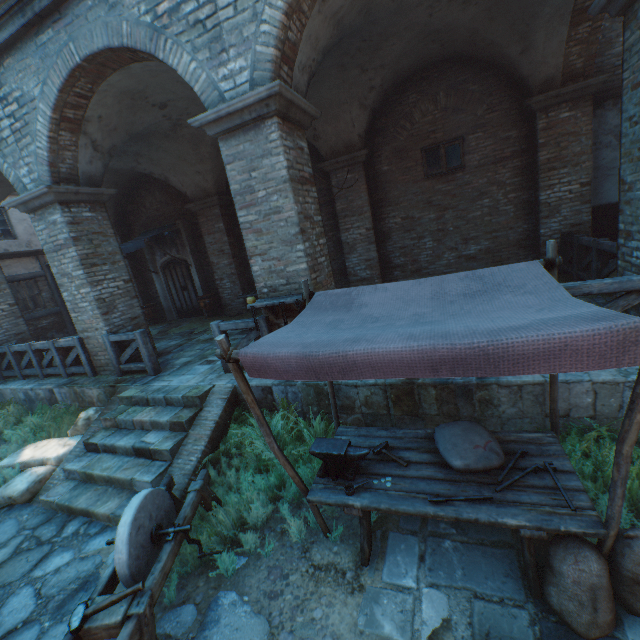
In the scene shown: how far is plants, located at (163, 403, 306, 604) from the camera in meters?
3.3 m

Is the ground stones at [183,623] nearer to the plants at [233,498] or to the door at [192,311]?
the plants at [233,498]

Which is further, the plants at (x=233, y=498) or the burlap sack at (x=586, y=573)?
the plants at (x=233, y=498)

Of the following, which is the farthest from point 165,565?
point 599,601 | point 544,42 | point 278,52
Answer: point 544,42

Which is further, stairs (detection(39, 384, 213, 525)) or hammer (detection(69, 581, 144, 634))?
stairs (detection(39, 384, 213, 525))

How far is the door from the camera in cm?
1250

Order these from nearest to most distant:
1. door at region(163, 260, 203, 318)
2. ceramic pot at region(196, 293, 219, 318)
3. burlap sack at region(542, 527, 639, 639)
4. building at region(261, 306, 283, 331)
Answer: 1. burlap sack at region(542, 527, 639, 639)
2. building at region(261, 306, 283, 331)
3. ceramic pot at region(196, 293, 219, 318)
4. door at region(163, 260, 203, 318)

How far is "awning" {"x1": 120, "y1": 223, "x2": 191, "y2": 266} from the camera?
10.56m
